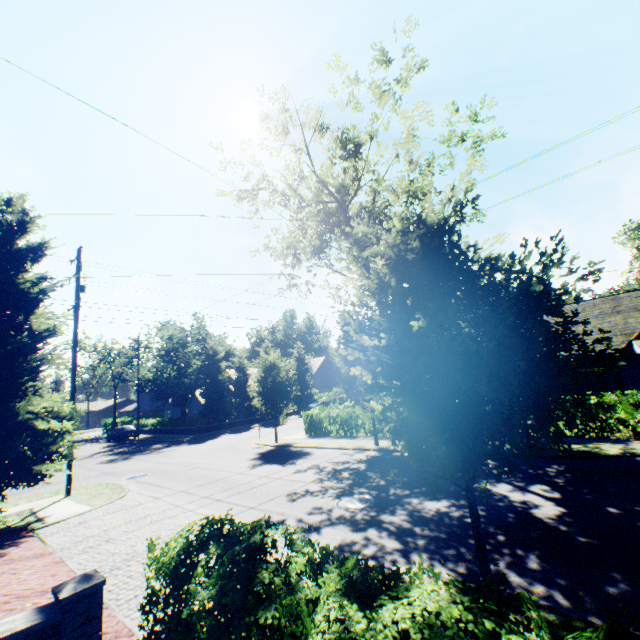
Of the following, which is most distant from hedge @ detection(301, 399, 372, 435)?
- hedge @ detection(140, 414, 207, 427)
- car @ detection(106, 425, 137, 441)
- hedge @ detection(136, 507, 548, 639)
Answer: car @ detection(106, 425, 137, 441)

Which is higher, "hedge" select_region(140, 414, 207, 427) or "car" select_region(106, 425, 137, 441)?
"hedge" select_region(140, 414, 207, 427)

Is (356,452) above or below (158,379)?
below

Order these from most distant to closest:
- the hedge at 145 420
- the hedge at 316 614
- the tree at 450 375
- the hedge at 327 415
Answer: the hedge at 145 420
the hedge at 327 415
the tree at 450 375
the hedge at 316 614

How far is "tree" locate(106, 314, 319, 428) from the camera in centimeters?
2245cm

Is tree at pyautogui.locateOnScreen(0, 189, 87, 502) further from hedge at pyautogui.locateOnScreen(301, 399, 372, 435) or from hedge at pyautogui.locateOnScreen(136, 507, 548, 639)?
hedge at pyautogui.locateOnScreen(136, 507, 548, 639)

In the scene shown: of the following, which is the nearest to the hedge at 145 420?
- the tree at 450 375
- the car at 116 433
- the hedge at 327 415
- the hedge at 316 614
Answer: the tree at 450 375

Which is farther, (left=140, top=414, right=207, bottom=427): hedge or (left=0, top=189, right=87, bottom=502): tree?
(left=140, top=414, right=207, bottom=427): hedge
